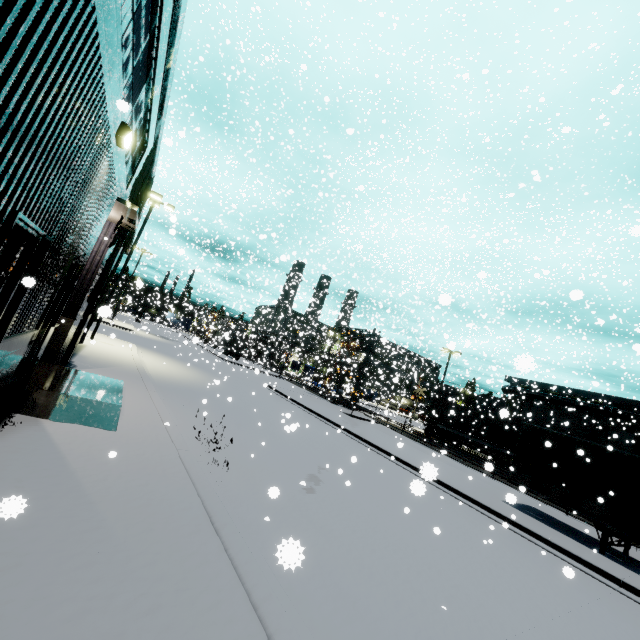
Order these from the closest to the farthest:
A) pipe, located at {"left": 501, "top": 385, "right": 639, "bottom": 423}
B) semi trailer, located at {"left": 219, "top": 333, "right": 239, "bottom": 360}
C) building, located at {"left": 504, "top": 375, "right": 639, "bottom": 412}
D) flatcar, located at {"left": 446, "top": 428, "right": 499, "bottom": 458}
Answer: semi trailer, located at {"left": 219, "top": 333, "right": 239, "bottom": 360} < flatcar, located at {"left": 446, "top": 428, "right": 499, "bottom": 458} < pipe, located at {"left": 501, "top": 385, "right": 639, "bottom": 423} < building, located at {"left": 504, "top": 375, "right": 639, "bottom": 412}

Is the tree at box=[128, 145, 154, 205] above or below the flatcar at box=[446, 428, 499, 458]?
above

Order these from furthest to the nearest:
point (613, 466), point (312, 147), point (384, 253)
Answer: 1. point (312, 147)
2. point (613, 466)
3. point (384, 253)

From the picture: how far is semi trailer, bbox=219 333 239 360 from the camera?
13.2 meters

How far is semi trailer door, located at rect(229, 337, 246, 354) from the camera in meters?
40.7

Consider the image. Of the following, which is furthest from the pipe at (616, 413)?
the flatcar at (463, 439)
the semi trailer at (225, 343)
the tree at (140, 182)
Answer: the tree at (140, 182)

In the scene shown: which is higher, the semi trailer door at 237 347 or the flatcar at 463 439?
the semi trailer door at 237 347

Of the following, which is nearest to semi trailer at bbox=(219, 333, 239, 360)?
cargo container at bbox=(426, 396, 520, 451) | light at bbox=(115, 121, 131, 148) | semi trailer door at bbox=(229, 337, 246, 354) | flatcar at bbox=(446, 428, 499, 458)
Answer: semi trailer door at bbox=(229, 337, 246, 354)
